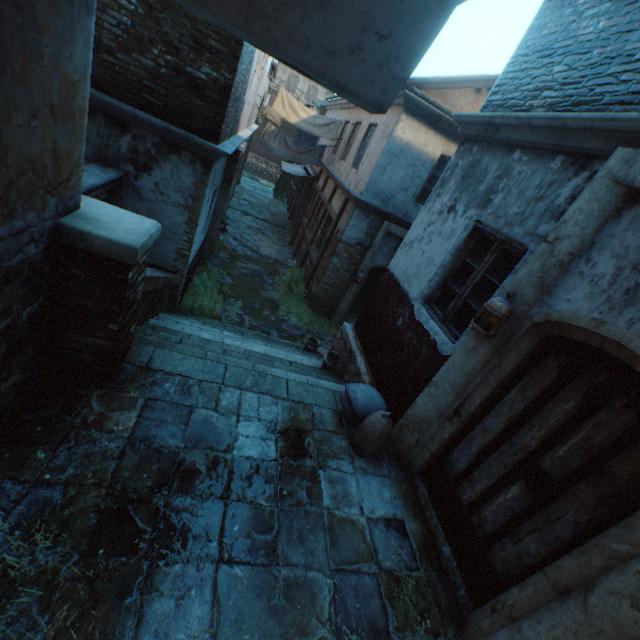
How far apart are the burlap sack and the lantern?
1.38m

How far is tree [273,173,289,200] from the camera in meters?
24.2 m

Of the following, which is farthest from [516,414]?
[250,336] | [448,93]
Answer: [448,93]

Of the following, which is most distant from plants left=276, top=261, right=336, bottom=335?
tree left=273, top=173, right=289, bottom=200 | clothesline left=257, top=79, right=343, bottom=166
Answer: tree left=273, top=173, right=289, bottom=200

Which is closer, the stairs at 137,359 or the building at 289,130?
the stairs at 137,359

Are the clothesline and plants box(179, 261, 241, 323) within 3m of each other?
no

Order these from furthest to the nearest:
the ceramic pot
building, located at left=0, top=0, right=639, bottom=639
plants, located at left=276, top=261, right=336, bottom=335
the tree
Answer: the tree, plants, located at left=276, top=261, right=336, bottom=335, the ceramic pot, building, located at left=0, top=0, right=639, bottom=639

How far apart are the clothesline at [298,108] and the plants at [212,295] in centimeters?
556cm
